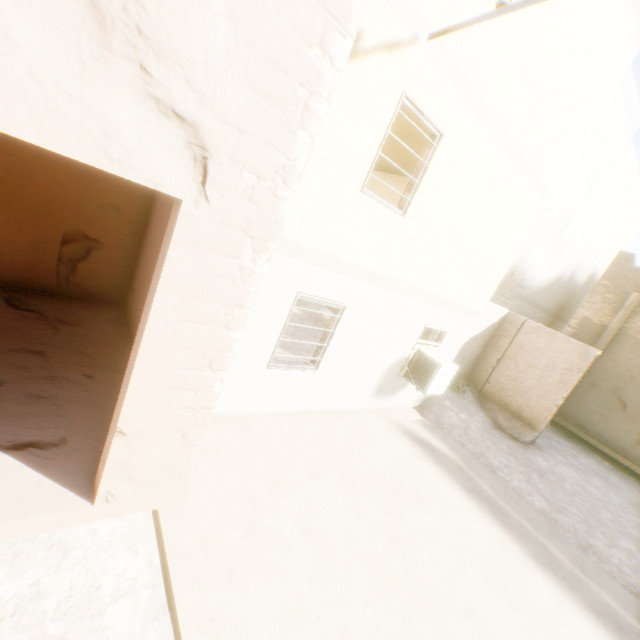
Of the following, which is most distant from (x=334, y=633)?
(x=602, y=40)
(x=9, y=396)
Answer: (x=602, y=40)
